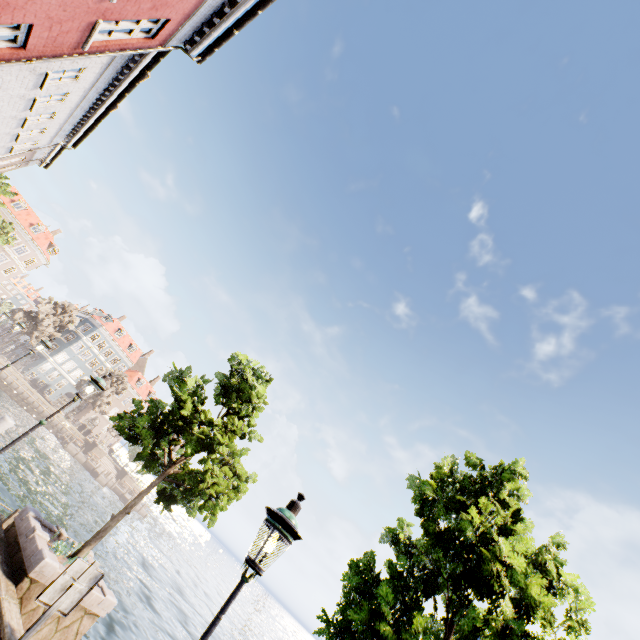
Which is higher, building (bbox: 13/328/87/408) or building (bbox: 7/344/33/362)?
building (bbox: 13/328/87/408)

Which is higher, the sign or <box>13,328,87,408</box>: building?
<box>13,328,87,408</box>: building

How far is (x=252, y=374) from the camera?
11.66m

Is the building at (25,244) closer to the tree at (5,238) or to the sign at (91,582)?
the tree at (5,238)

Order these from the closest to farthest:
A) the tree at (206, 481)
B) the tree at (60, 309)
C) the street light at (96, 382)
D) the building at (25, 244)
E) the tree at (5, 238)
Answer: the street light at (96, 382), the tree at (206, 481), the tree at (5, 238), the tree at (60, 309), the building at (25, 244)

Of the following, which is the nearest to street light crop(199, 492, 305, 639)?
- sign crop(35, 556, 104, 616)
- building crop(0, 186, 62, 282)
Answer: sign crop(35, 556, 104, 616)

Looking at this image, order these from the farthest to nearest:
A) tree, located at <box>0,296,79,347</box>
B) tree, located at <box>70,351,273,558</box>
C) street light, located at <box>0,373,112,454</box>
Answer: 1. tree, located at <box>0,296,79,347</box>
2. tree, located at <box>70,351,273,558</box>
3. street light, located at <box>0,373,112,454</box>

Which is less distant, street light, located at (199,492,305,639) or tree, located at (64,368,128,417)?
street light, located at (199,492,305,639)
